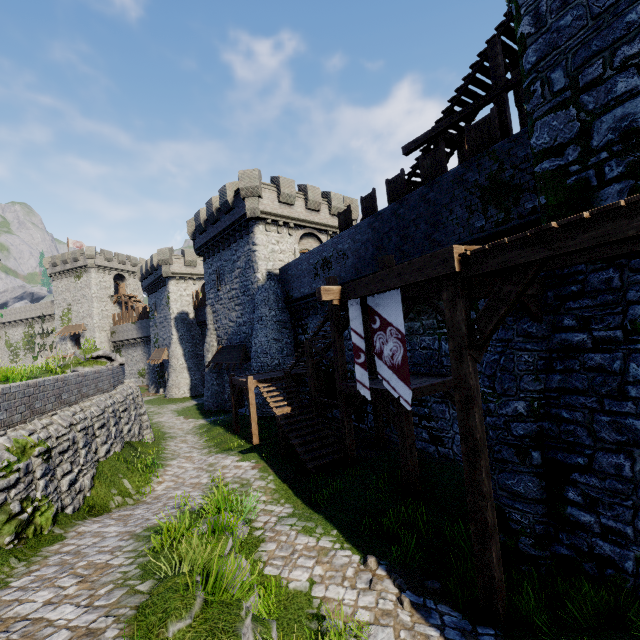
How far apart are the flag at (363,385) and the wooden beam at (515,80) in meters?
8.8 m

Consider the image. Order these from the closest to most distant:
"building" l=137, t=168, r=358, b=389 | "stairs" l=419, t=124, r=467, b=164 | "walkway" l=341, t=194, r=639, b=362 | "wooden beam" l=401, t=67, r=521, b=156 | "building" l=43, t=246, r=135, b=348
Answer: "walkway" l=341, t=194, r=639, b=362, "wooden beam" l=401, t=67, r=521, b=156, "stairs" l=419, t=124, r=467, b=164, "building" l=137, t=168, r=358, b=389, "building" l=43, t=246, r=135, b=348

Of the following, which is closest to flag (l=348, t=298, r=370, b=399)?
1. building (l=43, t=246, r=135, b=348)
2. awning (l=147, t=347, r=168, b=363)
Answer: awning (l=147, t=347, r=168, b=363)

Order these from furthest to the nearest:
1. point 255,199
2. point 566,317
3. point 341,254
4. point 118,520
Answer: point 255,199
point 341,254
point 118,520
point 566,317

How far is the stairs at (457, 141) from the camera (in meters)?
13.24

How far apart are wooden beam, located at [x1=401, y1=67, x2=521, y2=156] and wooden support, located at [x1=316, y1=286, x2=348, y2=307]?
7.4 meters

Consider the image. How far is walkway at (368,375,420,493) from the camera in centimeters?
922cm
